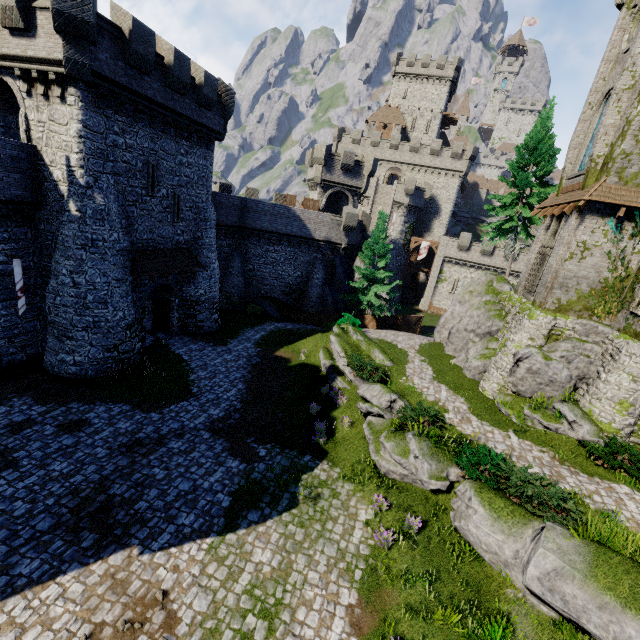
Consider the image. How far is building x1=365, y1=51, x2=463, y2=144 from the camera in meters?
54.4

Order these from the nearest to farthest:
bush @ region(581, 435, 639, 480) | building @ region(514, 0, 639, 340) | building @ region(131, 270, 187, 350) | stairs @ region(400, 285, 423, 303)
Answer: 1. bush @ region(581, 435, 639, 480)
2. building @ region(514, 0, 639, 340)
3. building @ region(131, 270, 187, 350)
4. stairs @ region(400, 285, 423, 303)

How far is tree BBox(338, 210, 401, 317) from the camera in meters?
28.3 m

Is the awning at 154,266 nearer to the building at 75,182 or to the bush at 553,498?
the building at 75,182

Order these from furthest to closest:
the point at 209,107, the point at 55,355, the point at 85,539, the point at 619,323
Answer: the point at 209,107 < the point at 55,355 < the point at 619,323 < the point at 85,539

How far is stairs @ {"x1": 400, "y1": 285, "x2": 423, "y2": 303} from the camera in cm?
5138

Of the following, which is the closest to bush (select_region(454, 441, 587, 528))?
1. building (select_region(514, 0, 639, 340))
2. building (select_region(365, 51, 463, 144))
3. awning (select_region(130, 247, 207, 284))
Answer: building (select_region(514, 0, 639, 340))

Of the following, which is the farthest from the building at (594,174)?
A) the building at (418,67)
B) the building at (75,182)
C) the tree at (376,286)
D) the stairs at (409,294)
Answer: the building at (418,67)
